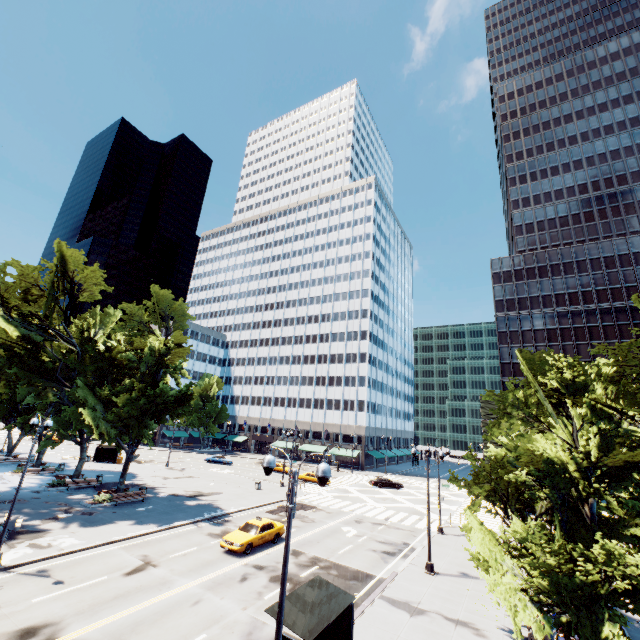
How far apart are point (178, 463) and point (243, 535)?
41.83m

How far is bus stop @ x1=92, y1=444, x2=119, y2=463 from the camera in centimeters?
4959cm

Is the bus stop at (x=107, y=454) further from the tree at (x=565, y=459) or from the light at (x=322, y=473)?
the light at (x=322, y=473)

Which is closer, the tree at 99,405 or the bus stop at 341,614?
the bus stop at 341,614

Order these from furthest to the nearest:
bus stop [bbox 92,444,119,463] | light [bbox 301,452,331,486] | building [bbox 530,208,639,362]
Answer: building [bbox 530,208,639,362] < bus stop [bbox 92,444,119,463] < light [bbox 301,452,331,486]

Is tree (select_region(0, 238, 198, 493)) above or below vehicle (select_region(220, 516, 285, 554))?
above

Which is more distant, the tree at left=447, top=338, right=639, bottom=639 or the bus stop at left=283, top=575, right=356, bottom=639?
the tree at left=447, top=338, right=639, bottom=639

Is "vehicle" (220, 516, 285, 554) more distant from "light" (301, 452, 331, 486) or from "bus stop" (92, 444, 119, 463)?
"bus stop" (92, 444, 119, 463)
